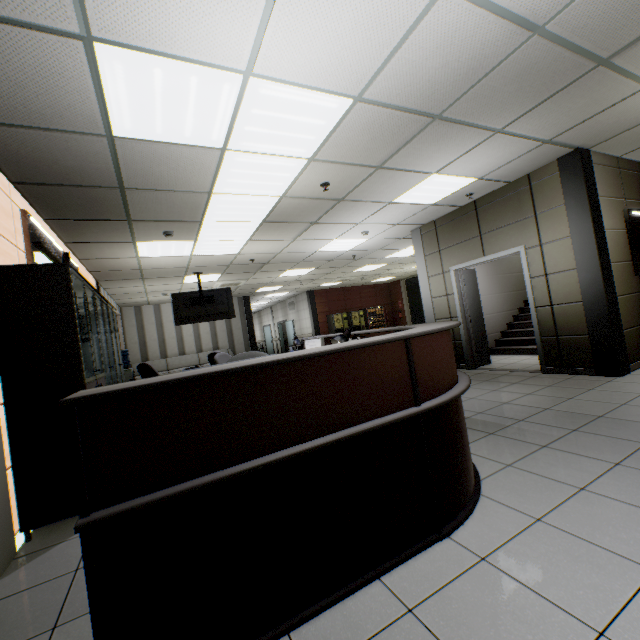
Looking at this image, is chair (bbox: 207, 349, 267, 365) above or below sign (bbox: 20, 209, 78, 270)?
below

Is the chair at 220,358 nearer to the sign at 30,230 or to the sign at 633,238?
the sign at 30,230

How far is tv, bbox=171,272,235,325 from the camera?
8.1 meters

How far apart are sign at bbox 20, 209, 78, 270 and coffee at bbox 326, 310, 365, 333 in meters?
10.9

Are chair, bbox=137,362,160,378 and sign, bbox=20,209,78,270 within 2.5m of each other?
yes

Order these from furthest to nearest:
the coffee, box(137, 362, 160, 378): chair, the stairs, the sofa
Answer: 1. the coffee
2. the sofa
3. the stairs
4. box(137, 362, 160, 378): chair

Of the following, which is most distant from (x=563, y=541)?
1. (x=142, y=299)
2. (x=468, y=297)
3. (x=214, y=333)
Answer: (x=214, y=333)

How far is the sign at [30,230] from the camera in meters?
3.5 m
